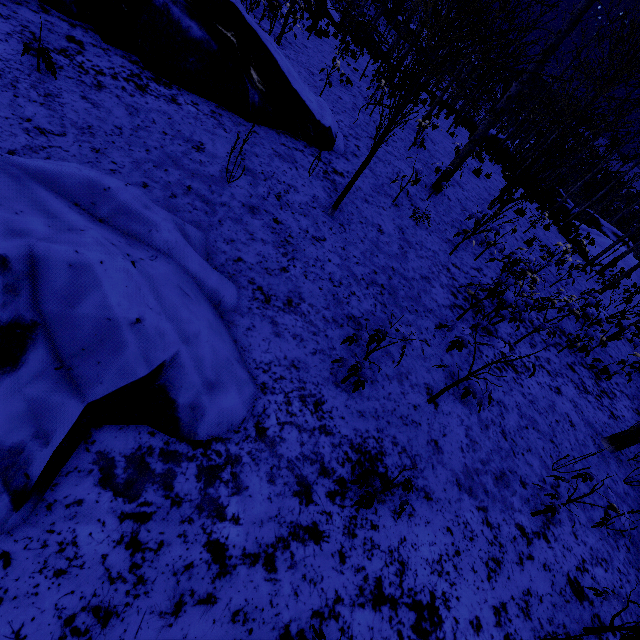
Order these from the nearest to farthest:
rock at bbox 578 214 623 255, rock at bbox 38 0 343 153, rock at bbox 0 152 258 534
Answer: rock at bbox 0 152 258 534
rock at bbox 38 0 343 153
rock at bbox 578 214 623 255

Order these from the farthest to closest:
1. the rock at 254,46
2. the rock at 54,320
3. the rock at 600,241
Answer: the rock at 600,241, the rock at 254,46, the rock at 54,320

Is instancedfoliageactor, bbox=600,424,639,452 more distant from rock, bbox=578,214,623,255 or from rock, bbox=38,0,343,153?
rock, bbox=578,214,623,255

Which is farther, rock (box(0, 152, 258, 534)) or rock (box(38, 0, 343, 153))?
rock (box(38, 0, 343, 153))

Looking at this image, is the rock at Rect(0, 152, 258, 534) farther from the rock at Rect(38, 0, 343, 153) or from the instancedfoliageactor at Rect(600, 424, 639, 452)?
the instancedfoliageactor at Rect(600, 424, 639, 452)

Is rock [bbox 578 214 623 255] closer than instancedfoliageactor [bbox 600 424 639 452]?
No

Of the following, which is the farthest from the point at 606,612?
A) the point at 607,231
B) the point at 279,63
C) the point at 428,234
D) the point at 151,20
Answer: the point at 607,231

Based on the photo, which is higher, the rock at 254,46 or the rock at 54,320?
the rock at 254,46
